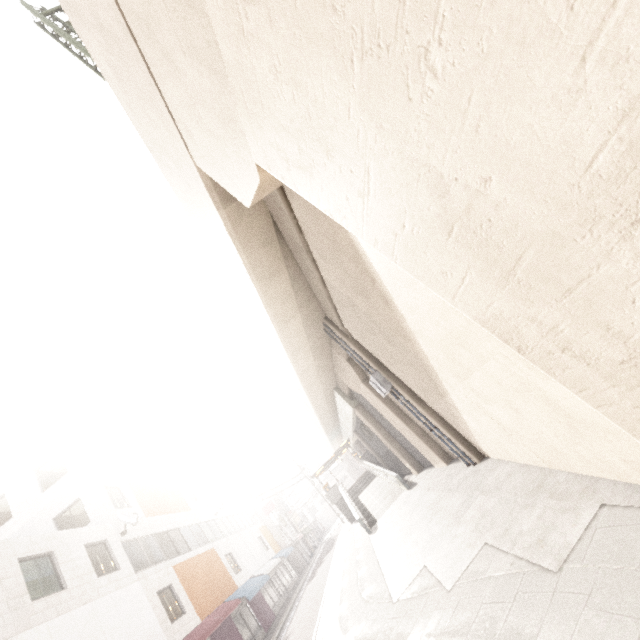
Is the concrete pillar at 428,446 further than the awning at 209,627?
No

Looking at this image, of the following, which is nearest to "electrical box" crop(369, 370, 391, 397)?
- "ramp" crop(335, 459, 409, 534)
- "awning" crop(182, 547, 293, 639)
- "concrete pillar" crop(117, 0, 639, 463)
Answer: "concrete pillar" crop(117, 0, 639, 463)

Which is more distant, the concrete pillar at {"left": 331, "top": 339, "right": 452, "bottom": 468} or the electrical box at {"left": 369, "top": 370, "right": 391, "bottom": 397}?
the concrete pillar at {"left": 331, "top": 339, "right": 452, "bottom": 468}

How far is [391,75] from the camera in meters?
1.5 m

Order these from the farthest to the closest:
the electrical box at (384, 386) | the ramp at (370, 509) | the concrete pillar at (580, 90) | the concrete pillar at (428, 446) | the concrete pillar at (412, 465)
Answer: the concrete pillar at (412, 465) < the ramp at (370, 509) < the concrete pillar at (428, 446) < the electrical box at (384, 386) < the concrete pillar at (580, 90)

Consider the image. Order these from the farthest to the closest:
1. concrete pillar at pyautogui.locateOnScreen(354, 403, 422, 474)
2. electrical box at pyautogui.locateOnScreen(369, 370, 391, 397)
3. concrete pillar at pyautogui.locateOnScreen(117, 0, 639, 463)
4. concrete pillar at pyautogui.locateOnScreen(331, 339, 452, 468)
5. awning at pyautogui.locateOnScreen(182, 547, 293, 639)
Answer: concrete pillar at pyautogui.locateOnScreen(354, 403, 422, 474) → awning at pyautogui.locateOnScreen(182, 547, 293, 639) → concrete pillar at pyautogui.locateOnScreen(331, 339, 452, 468) → electrical box at pyautogui.locateOnScreen(369, 370, 391, 397) → concrete pillar at pyautogui.locateOnScreen(117, 0, 639, 463)

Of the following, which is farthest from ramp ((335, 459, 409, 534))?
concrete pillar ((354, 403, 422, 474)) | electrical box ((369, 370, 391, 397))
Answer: electrical box ((369, 370, 391, 397))
